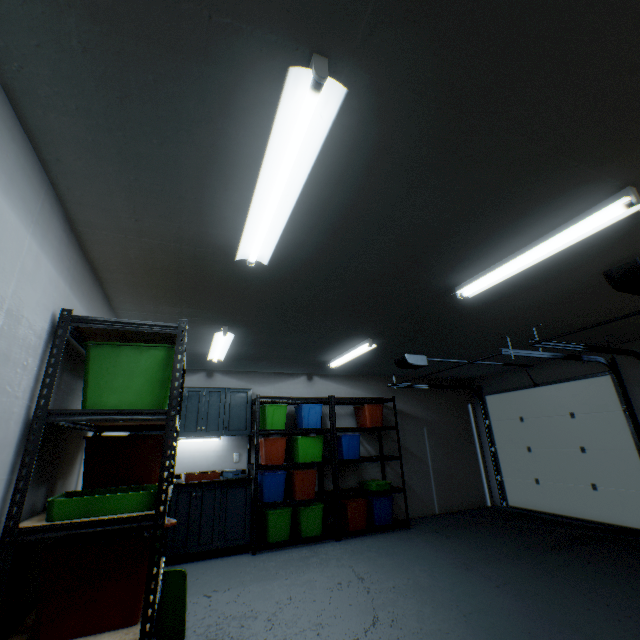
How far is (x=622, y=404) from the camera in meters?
4.6 m

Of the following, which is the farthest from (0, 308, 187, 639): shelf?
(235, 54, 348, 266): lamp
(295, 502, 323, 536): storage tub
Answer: (295, 502, 323, 536): storage tub

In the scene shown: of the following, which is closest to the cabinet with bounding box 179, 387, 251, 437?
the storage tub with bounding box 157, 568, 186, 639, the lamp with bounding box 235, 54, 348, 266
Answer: the storage tub with bounding box 157, 568, 186, 639

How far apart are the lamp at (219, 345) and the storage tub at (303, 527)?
2.4 meters

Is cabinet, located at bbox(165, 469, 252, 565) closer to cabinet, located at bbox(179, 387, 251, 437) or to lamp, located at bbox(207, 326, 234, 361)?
cabinet, located at bbox(179, 387, 251, 437)

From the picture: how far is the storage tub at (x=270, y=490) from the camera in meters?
4.4

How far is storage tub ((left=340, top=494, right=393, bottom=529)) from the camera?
4.7 meters

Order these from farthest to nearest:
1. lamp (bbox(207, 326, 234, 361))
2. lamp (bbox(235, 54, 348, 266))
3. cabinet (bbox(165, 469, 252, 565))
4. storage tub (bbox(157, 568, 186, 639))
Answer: cabinet (bbox(165, 469, 252, 565)) → lamp (bbox(207, 326, 234, 361)) → storage tub (bbox(157, 568, 186, 639)) → lamp (bbox(235, 54, 348, 266))
